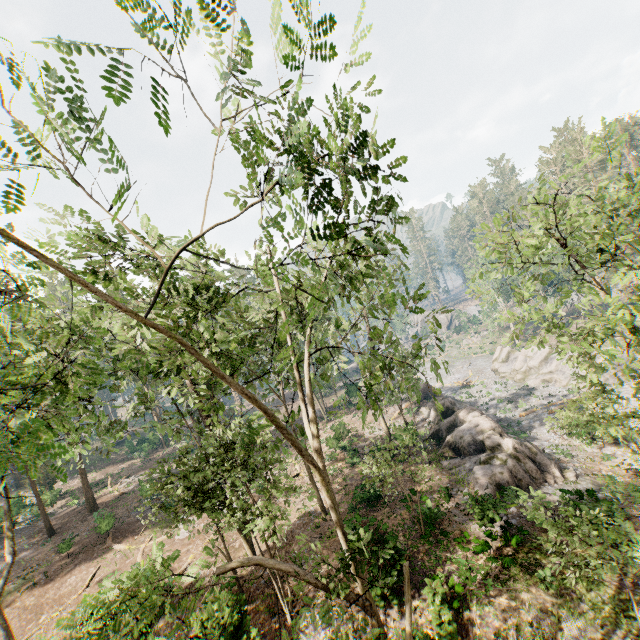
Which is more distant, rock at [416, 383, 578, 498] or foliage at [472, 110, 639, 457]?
rock at [416, 383, 578, 498]

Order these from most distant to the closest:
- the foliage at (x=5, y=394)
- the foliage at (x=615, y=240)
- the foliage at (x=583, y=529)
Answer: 1. the foliage at (x=615, y=240)
2. the foliage at (x=583, y=529)
3. the foliage at (x=5, y=394)

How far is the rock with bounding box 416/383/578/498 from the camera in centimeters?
1998cm

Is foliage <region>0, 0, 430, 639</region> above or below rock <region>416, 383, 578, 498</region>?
above

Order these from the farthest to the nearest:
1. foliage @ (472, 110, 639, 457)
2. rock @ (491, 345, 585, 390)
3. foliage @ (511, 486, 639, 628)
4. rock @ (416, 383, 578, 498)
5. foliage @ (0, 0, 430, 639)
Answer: rock @ (491, 345, 585, 390) → rock @ (416, 383, 578, 498) → foliage @ (472, 110, 639, 457) → foliage @ (511, 486, 639, 628) → foliage @ (0, 0, 430, 639)

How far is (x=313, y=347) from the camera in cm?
5750

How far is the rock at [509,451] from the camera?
19.98m
